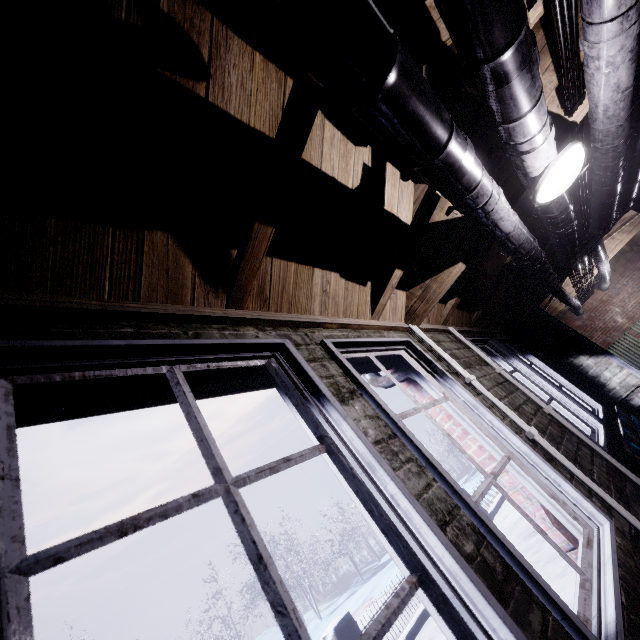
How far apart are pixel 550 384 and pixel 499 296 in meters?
1.5 m

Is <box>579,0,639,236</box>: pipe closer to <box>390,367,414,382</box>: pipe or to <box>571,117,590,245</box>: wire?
<box>571,117,590,245</box>: wire

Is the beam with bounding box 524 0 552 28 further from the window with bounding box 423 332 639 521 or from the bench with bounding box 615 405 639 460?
the bench with bounding box 615 405 639 460

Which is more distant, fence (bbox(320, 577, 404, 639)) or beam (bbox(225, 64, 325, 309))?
fence (bbox(320, 577, 404, 639))

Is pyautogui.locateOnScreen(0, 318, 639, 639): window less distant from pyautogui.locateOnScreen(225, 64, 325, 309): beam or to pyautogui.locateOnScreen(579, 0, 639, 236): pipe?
pyautogui.locateOnScreen(225, 64, 325, 309): beam

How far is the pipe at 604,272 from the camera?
5.07m

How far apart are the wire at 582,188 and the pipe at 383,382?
1.74m

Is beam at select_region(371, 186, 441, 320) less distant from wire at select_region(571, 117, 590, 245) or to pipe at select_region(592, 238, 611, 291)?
wire at select_region(571, 117, 590, 245)
